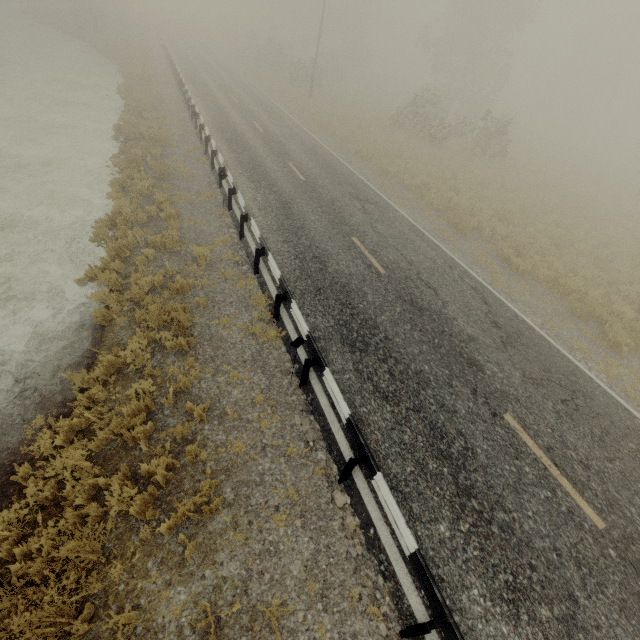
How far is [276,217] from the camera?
11.7m
